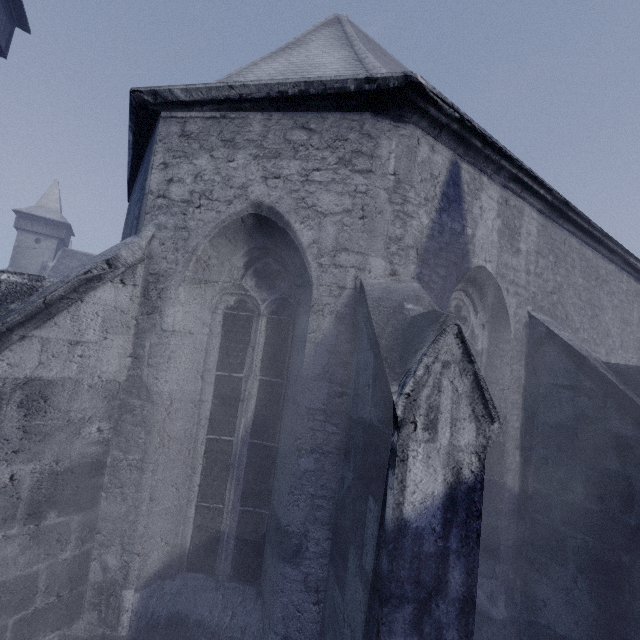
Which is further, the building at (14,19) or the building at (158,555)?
the building at (14,19)

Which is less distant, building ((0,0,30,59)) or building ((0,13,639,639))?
building ((0,13,639,639))

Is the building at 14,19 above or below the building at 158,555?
above

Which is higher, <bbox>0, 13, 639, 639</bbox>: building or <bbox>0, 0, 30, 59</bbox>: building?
<bbox>0, 0, 30, 59</bbox>: building

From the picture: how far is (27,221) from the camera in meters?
30.8 m
